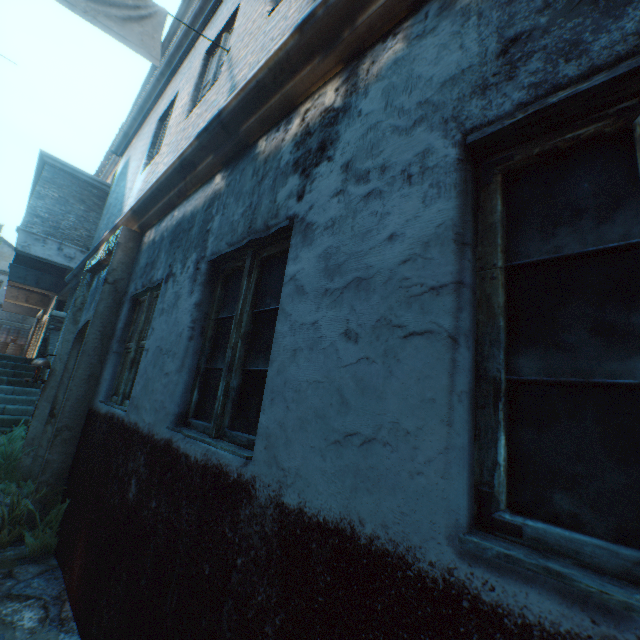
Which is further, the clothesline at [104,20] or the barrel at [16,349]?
the barrel at [16,349]

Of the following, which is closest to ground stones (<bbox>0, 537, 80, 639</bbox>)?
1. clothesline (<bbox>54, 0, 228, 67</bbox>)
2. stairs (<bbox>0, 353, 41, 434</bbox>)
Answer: stairs (<bbox>0, 353, 41, 434</bbox>)

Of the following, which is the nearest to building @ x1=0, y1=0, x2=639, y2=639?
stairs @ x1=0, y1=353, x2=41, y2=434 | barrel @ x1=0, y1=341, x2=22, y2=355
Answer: stairs @ x1=0, y1=353, x2=41, y2=434

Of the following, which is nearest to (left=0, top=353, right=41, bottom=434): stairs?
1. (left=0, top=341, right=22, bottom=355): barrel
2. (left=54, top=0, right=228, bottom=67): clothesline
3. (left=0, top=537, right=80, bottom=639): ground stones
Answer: (left=0, top=537, right=80, bottom=639): ground stones

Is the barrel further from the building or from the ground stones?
the ground stones

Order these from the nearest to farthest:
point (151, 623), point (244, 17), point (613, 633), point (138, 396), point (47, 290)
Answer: point (613, 633) < point (151, 623) < point (138, 396) < point (244, 17) < point (47, 290)

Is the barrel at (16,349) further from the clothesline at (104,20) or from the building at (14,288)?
the clothesline at (104,20)

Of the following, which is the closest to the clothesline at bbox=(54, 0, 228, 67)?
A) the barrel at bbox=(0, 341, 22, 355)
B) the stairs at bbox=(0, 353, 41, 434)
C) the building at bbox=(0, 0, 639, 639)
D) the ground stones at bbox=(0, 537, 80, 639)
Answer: the building at bbox=(0, 0, 639, 639)
